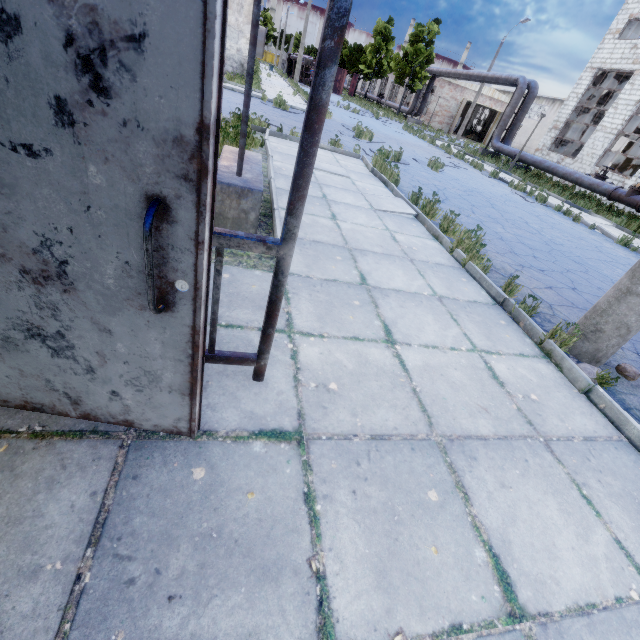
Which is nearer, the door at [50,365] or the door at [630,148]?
the door at [50,365]

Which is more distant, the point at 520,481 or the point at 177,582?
the point at 520,481

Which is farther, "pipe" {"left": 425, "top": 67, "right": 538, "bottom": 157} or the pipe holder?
"pipe" {"left": 425, "top": 67, "right": 538, "bottom": 157}

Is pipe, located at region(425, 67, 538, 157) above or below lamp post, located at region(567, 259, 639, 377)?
above

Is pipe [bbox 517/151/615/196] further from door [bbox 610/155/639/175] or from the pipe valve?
door [bbox 610/155/639/175]

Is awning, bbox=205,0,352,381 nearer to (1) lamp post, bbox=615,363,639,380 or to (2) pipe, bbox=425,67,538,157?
(1) lamp post, bbox=615,363,639,380

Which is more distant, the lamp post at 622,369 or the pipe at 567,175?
the pipe at 567,175

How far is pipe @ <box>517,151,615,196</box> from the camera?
16.6 meters
